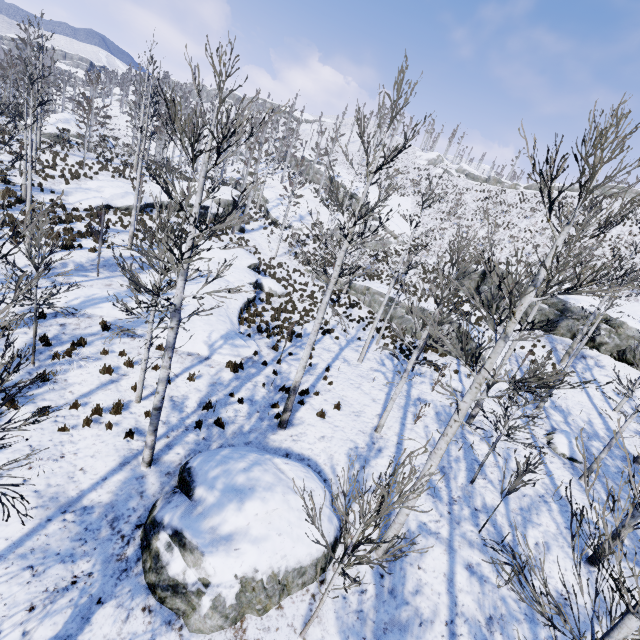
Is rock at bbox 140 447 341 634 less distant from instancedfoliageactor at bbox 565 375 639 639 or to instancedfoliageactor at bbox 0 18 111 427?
instancedfoliageactor at bbox 565 375 639 639

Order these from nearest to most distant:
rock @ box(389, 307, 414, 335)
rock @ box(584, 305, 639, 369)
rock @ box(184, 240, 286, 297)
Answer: rock @ box(184, 240, 286, 297)
rock @ box(584, 305, 639, 369)
rock @ box(389, 307, 414, 335)

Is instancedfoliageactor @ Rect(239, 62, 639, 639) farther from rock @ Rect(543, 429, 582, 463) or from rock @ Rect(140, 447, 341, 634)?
rock @ Rect(140, 447, 341, 634)

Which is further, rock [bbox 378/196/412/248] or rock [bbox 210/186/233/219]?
rock [bbox 378/196/412/248]

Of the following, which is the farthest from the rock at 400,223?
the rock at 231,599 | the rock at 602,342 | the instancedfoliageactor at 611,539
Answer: the rock at 231,599

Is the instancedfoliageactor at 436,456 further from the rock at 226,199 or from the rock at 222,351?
the rock at 226,199

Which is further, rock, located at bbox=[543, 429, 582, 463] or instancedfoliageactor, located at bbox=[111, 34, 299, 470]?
rock, located at bbox=[543, 429, 582, 463]

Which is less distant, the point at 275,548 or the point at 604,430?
the point at 275,548
